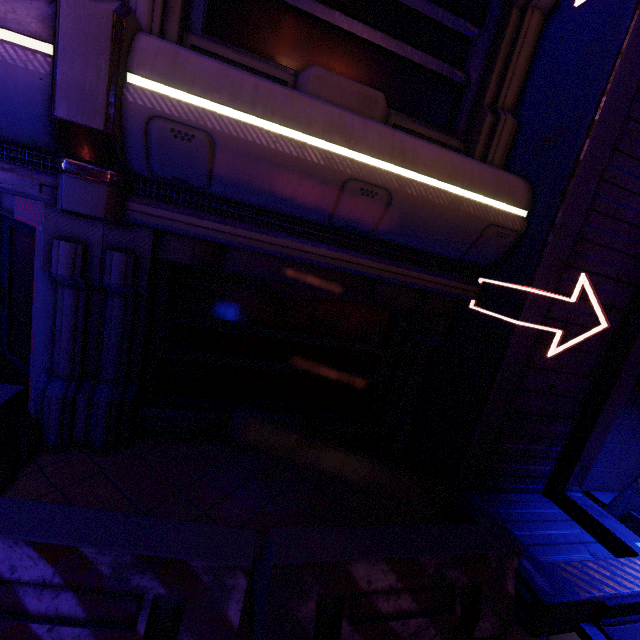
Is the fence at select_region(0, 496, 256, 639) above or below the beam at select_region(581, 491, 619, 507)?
above

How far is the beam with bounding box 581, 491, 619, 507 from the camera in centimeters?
564cm

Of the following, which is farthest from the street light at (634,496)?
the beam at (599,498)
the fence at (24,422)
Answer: the fence at (24,422)

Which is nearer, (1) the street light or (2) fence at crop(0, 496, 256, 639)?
(2) fence at crop(0, 496, 256, 639)

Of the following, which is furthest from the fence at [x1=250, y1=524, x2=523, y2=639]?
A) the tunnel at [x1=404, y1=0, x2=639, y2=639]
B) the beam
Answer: the beam

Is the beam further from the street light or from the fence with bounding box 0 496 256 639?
the fence with bounding box 0 496 256 639

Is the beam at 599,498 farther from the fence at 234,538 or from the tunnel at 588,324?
the fence at 234,538

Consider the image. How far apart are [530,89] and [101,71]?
5.08m
